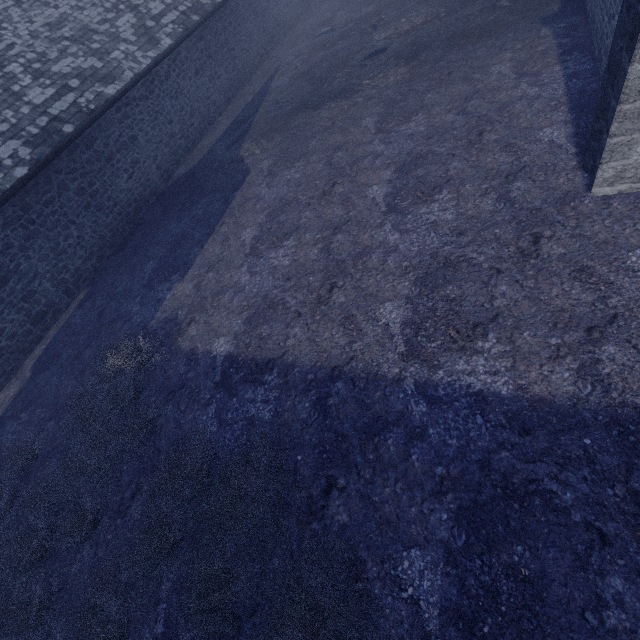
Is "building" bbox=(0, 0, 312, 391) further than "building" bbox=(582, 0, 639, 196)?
Yes

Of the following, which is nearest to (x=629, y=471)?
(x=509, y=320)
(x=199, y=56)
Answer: (x=509, y=320)

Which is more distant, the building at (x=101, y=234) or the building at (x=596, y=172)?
the building at (x=101, y=234)
